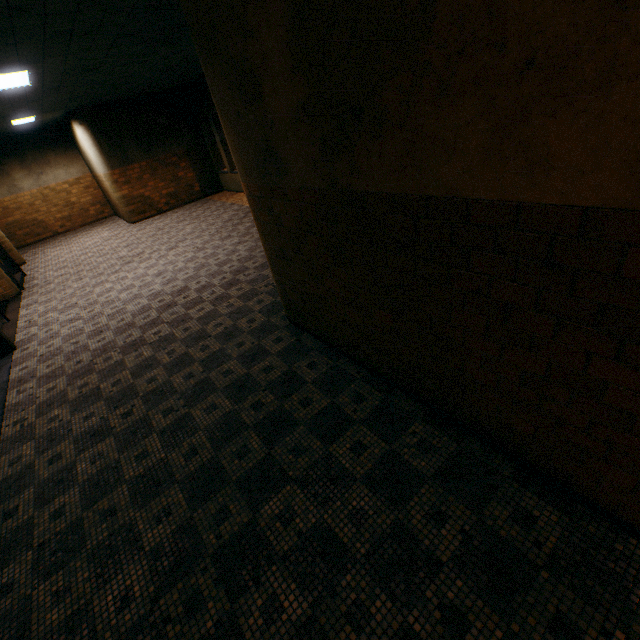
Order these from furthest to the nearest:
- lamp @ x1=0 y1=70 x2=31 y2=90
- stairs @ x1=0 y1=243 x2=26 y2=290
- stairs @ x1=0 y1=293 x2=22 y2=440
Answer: stairs @ x1=0 y1=243 x2=26 y2=290
lamp @ x1=0 y1=70 x2=31 y2=90
stairs @ x1=0 y1=293 x2=22 y2=440

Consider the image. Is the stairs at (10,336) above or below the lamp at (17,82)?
below

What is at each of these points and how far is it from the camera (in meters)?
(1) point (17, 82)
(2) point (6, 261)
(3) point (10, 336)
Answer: (1) lamp, 5.89
(2) stairs, 9.80
(3) stairs, 6.59

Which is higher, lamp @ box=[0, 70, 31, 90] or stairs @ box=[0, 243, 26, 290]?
lamp @ box=[0, 70, 31, 90]

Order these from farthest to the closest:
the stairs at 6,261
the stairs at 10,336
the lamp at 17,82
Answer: the stairs at 6,261, the lamp at 17,82, the stairs at 10,336

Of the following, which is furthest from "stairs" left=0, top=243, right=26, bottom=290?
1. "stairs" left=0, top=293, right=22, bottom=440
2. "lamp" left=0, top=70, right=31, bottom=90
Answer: "lamp" left=0, top=70, right=31, bottom=90

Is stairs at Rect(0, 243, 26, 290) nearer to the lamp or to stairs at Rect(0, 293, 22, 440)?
stairs at Rect(0, 293, 22, 440)
